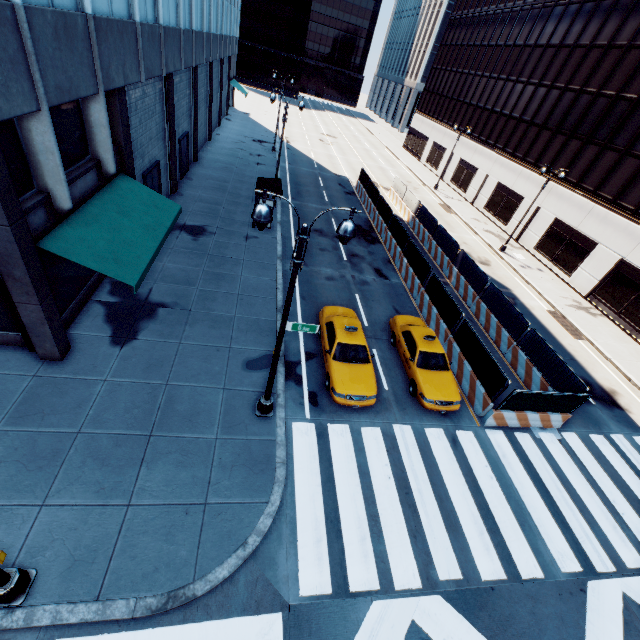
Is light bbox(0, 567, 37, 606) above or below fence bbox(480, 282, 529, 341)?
below

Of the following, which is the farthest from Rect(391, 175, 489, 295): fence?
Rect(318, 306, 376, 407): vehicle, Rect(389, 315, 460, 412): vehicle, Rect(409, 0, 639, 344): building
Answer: Rect(409, 0, 639, 344): building

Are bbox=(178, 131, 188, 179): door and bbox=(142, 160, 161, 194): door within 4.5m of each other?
no

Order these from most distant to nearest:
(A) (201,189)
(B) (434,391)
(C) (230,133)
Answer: (C) (230,133) < (A) (201,189) < (B) (434,391)

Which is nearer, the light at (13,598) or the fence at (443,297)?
the light at (13,598)

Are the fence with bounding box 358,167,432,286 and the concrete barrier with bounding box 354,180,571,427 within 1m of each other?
yes

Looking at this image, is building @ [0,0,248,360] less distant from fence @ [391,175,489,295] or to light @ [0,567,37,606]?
light @ [0,567,37,606]
